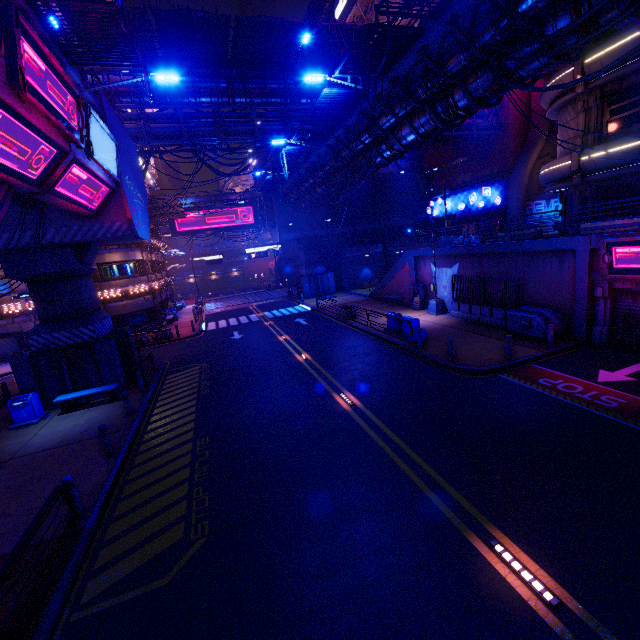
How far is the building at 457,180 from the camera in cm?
3030

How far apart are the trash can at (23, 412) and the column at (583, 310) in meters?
24.0 m

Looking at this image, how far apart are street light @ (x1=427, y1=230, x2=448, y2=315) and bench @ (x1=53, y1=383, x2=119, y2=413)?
19.0 meters

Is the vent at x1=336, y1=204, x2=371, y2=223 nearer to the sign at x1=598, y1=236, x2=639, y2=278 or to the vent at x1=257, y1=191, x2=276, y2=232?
the vent at x1=257, y1=191, x2=276, y2=232

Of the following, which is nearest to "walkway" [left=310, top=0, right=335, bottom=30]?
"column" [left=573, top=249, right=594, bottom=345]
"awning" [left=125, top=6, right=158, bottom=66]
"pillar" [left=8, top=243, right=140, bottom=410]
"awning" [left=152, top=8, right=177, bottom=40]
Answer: "awning" [left=152, top=8, right=177, bottom=40]

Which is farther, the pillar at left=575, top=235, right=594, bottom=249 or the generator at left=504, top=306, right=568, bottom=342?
the generator at left=504, top=306, right=568, bottom=342

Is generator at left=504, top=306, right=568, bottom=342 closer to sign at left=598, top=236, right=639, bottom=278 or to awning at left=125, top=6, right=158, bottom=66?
sign at left=598, top=236, right=639, bottom=278

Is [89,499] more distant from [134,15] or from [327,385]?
[134,15]
